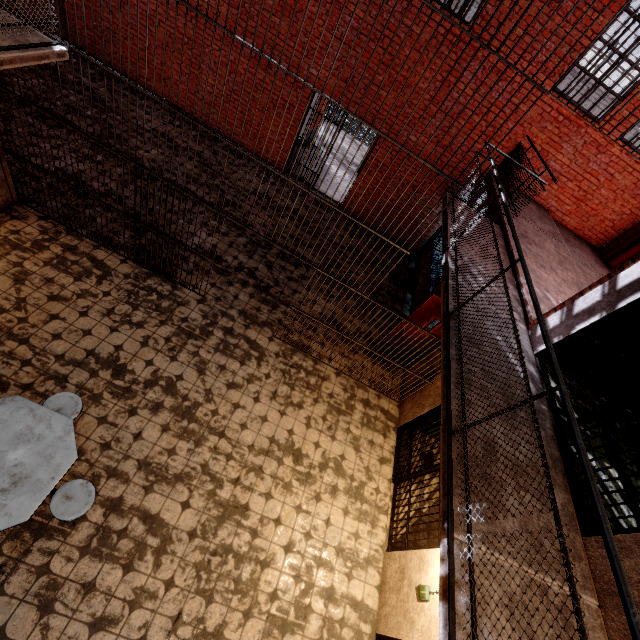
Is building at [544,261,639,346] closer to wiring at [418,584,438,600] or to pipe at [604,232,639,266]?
wiring at [418,584,438,600]

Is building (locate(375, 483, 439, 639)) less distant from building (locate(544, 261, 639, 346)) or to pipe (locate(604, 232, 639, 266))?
building (locate(544, 261, 639, 346))

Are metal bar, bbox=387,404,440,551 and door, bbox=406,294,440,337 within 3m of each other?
yes

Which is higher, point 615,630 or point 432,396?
point 615,630

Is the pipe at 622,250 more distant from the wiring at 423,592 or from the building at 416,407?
the wiring at 423,592

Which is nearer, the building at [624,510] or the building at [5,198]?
the building at [624,510]

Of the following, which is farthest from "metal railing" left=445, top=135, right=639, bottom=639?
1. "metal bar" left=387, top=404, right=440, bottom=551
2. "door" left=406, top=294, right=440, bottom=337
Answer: "metal bar" left=387, top=404, right=440, bottom=551

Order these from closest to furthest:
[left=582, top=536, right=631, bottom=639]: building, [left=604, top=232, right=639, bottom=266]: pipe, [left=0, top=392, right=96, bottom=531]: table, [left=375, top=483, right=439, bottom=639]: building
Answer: [left=582, top=536, right=631, bottom=639]: building, [left=0, top=392, right=96, bottom=531]: table, [left=375, top=483, right=439, bottom=639]: building, [left=604, top=232, right=639, bottom=266]: pipe
